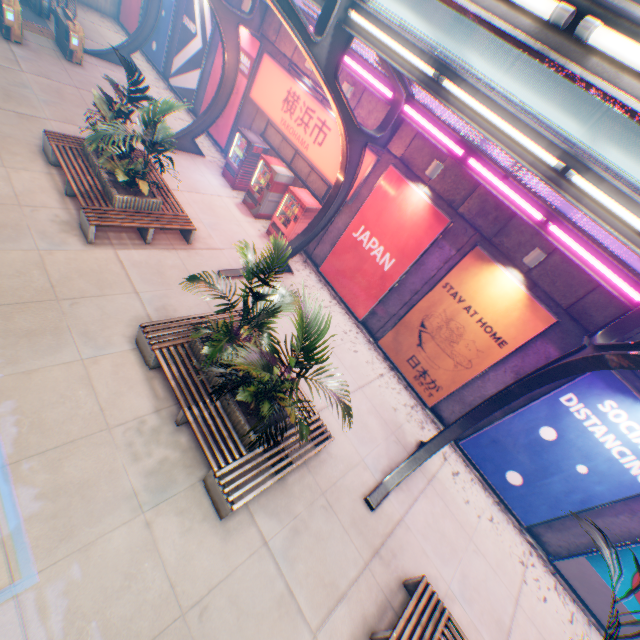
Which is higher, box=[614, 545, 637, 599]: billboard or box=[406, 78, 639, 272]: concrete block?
box=[406, 78, 639, 272]: concrete block

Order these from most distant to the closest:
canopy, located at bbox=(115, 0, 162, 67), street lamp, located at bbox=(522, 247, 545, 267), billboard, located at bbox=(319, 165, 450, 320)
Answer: canopy, located at bbox=(115, 0, 162, 67) → billboard, located at bbox=(319, 165, 450, 320) → street lamp, located at bbox=(522, 247, 545, 267)

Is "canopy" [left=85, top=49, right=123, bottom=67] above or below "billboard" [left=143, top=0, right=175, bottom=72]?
below

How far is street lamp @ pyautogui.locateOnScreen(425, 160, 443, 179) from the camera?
8.48m

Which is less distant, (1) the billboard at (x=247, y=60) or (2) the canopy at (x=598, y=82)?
(2) the canopy at (x=598, y=82)

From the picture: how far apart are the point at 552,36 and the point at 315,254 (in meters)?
10.62

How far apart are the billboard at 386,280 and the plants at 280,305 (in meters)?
5.30

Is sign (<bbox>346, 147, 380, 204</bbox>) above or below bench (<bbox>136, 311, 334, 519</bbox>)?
above
